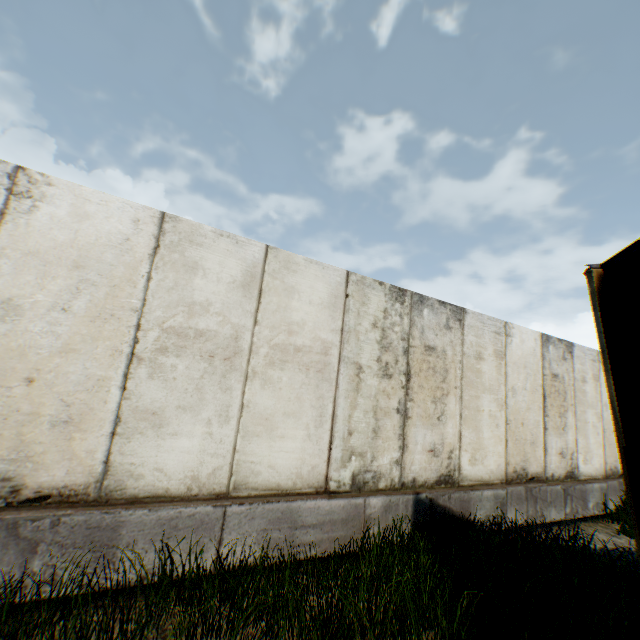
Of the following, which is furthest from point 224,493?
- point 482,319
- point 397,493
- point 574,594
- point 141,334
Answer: point 482,319
